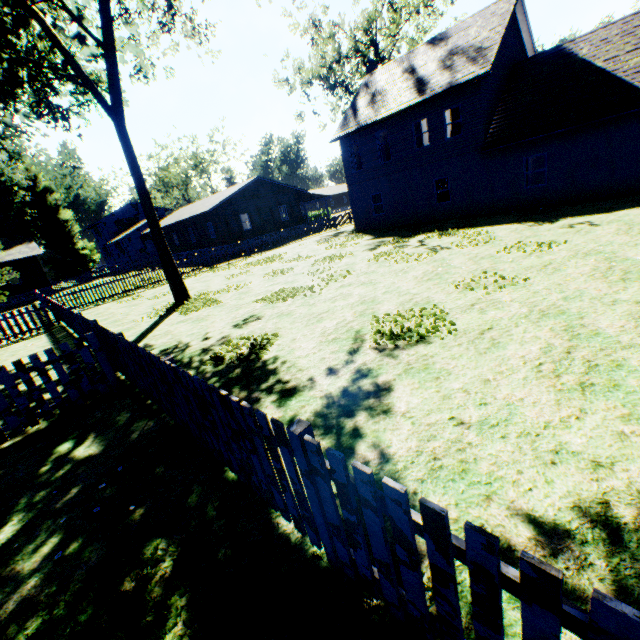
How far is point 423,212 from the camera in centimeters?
2159cm

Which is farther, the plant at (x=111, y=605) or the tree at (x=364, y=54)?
the tree at (x=364, y=54)

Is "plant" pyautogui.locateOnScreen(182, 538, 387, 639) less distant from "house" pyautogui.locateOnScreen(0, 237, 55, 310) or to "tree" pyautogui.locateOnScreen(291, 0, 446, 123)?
"house" pyautogui.locateOnScreen(0, 237, 55, 310)

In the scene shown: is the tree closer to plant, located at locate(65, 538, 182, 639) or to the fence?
the fence

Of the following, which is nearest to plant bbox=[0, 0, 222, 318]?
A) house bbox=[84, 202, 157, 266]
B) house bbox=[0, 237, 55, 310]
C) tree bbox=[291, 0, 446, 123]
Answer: house bbox=[0, 237, 55, 310]

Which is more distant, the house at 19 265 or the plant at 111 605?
the house at 19 265

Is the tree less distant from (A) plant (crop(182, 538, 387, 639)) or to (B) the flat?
(A) plant (crop(182, 538, 387, 639))

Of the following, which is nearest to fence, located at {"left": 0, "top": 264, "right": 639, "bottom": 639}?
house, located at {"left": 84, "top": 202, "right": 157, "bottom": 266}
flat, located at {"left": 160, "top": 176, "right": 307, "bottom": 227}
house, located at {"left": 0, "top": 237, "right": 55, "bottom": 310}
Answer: house, located at {"left": 0, "top": 237, "right": 55, "bottom": 310}
